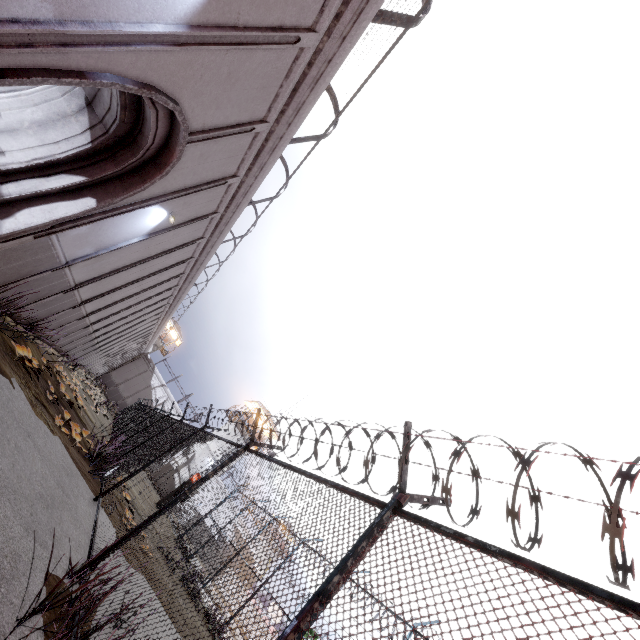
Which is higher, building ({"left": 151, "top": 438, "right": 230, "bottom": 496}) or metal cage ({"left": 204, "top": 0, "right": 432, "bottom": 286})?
metal cage ({"left": 204, "top": 0, "right": 432, "bottom": 286})

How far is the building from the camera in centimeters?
3622cm

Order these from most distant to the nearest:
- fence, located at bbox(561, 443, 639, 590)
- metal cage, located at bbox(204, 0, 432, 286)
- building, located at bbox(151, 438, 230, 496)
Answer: building, located at bbox(151, 438, 230, 496) → metal cage, located at bbox(204, 0, 432, 286) → fence, located at bbox(561, 443, 639, 590)

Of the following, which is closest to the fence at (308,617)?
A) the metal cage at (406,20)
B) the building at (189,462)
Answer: the metal cage at (406,20)

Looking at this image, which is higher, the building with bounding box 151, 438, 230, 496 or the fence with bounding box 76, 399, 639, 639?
the building with bounding box 151, 438, 230, 496

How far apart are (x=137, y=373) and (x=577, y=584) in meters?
61.4

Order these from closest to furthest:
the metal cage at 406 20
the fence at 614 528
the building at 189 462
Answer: the fence at 614 528 → the metal cage at 406 20 → the building at 189 462

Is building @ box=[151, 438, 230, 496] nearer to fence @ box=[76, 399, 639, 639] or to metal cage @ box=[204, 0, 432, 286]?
fence @ box=[76, 399, 639, 639]
